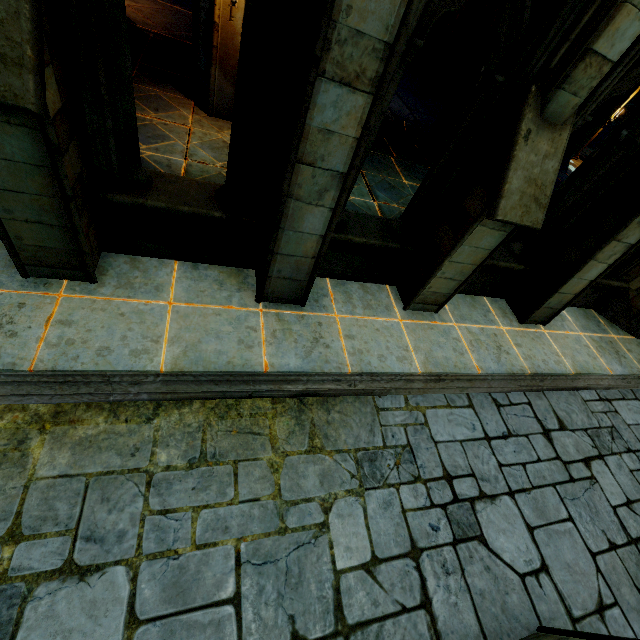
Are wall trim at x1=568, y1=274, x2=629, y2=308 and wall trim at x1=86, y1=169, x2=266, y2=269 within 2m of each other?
no

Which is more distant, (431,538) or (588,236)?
(588,236)

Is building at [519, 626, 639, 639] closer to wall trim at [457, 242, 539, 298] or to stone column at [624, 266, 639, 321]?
wall trim at [457, 242, 539, 298]

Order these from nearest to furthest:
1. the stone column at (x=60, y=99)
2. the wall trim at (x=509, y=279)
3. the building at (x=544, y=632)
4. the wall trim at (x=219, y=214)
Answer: the stone column at (x=60, y=99), the building at (x=544, y=632), the wall trim at (x=219, y=214), the wall trim at (x=509, y=279)

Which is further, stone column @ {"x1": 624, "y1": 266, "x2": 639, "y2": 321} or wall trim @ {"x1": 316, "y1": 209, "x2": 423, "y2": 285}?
stone column @ {"x1": 624, "y1": 266, "x2": 639, "y2": 321}

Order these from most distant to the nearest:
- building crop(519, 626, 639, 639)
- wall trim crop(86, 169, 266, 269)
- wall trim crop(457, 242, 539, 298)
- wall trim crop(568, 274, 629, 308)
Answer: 1. wall trim crop(568, 274, 629, 308)
2. wall trim crop(457, 242, 539, 298)
3. wall trim crop(86, 169, 266, 269)
4. building crop(519, 626, 639, 639)

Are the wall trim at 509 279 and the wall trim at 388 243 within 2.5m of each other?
yes

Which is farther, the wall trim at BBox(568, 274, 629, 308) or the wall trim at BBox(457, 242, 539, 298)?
the wall trim at BBox(568, 274, 629, 308)
